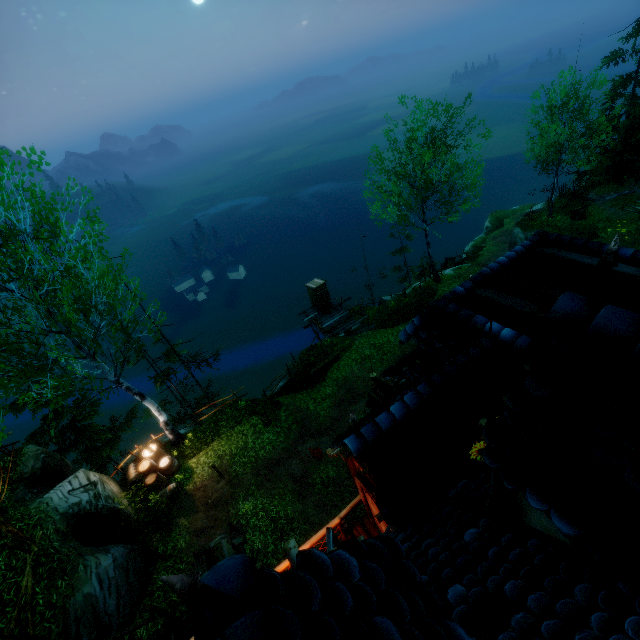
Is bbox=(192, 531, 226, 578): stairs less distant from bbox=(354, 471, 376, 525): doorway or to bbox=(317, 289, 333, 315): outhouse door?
bbox=(354, 471, 376, 525): doorway

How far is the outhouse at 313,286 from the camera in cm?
2413

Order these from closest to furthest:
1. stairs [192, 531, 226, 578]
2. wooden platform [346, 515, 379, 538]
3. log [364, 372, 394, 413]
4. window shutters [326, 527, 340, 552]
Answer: window shutters [326, 527, 340, 552] → wooden platform [346, 515, 379, 538] → stairs [192, 531, 226, 578] → log [364, 372, 394, 413]

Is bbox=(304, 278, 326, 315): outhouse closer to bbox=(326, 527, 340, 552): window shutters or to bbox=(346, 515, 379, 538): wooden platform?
bbox=(346, 515, 379, 538): wooden platform

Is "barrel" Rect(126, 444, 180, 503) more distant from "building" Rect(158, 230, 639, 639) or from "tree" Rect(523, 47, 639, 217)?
"tree" Rect(523, 47, 639, 217)

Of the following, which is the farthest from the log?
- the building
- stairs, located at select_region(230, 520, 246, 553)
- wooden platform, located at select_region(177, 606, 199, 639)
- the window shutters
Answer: the window shutters

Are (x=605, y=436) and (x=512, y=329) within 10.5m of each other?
yes

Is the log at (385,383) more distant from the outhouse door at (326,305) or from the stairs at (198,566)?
the outhouse door at (326,305)
